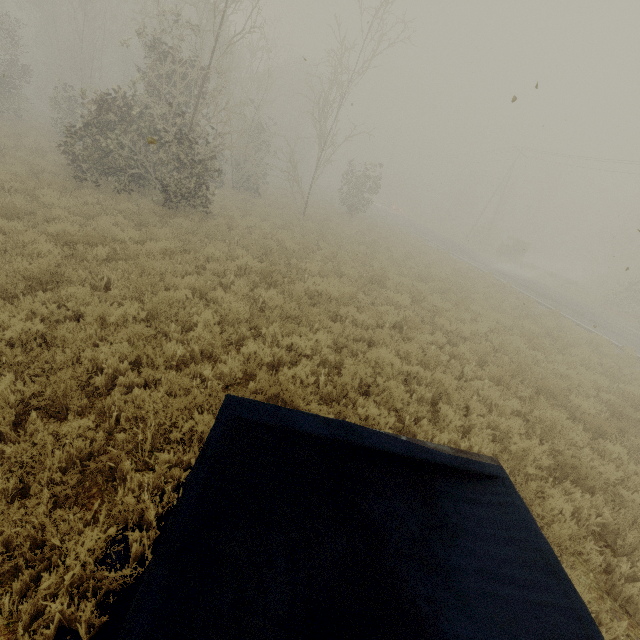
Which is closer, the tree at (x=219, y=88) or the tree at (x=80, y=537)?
the tree at (x=80, y=537)

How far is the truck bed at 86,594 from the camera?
2.5 meters

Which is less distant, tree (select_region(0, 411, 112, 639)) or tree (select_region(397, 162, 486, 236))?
tree (select_region(0, 411, 112, 639))

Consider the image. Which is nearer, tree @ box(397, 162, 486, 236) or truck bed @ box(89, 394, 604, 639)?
truck bed @ box(89, 394, 604, 639)

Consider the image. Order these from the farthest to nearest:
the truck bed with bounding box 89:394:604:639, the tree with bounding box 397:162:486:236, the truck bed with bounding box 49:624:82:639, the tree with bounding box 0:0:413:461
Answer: the tree with bounding box 397:162:486:236
the tree with bounding box 0:0:413:461
the truck bed with bounding box 49:624:82:639
the truck bed with bounding box 89:394:604:639

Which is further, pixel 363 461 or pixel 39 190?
pixel 39 190

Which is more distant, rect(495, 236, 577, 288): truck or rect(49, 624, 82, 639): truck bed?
rect(495, 236, 577, 288): truck

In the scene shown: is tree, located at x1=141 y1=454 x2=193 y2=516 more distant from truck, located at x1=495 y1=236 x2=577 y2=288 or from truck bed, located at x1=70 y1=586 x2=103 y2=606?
truck, located at x1=495 y1=236 x2=577 y2=288
